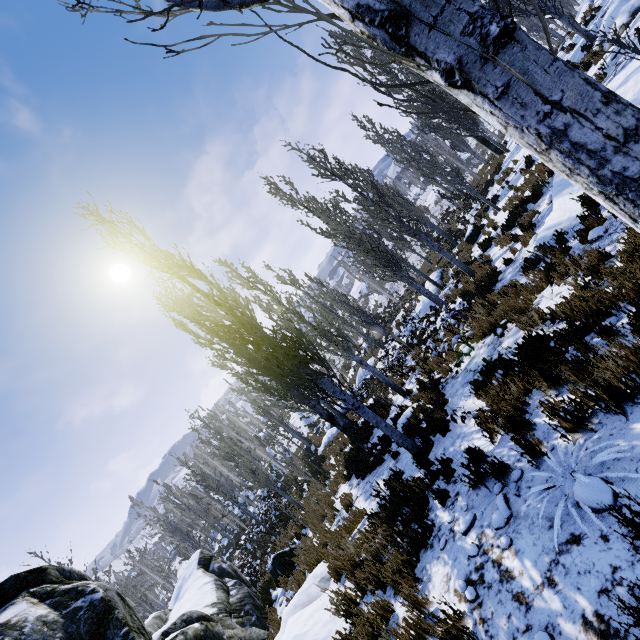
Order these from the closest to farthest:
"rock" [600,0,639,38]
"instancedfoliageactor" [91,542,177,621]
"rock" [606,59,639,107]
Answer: "rock" [606,59,639,107] → "rock" [600,0,639,38] → "instancedfoliageactor" [91,542,177,621]

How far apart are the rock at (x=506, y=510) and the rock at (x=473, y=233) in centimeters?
1727cm

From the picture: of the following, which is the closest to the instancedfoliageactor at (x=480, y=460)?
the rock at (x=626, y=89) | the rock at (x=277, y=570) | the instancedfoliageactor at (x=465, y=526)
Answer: the rock at (x=277, y=570)

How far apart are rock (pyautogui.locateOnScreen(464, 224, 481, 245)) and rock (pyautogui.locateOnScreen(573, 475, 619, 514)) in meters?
17.8

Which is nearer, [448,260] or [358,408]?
[358,408]

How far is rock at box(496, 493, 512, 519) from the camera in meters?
3.3

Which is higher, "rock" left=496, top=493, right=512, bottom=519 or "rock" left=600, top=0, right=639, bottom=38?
"rock" left=600, top=0, right=639, bottom=38

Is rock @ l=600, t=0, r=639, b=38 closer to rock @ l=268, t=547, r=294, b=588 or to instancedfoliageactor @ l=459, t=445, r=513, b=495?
instancedfoliageactor @ l=459, t=445, r=513, b=495
